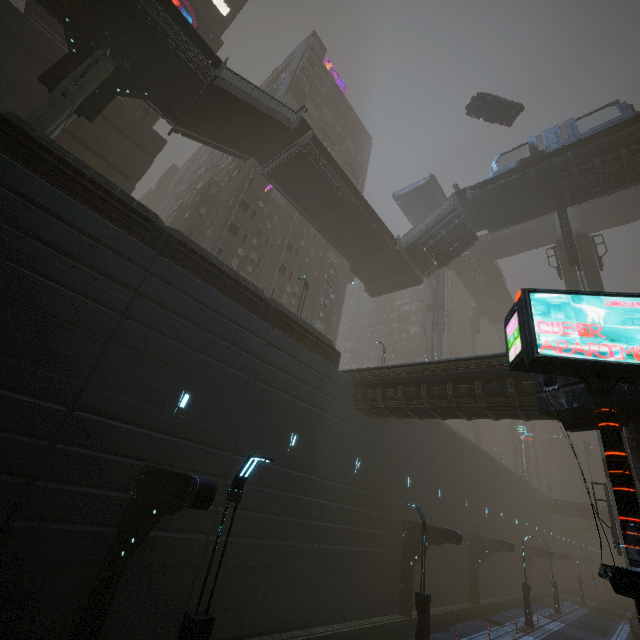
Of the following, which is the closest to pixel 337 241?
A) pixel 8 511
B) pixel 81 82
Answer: pixel 81 82

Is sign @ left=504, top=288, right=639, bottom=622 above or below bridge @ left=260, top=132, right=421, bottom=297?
below

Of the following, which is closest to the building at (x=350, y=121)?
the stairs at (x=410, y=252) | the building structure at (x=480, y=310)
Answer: the building structure at (x=480, y=310)

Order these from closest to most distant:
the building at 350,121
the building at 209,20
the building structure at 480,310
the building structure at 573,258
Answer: the building structure at 573,258 → the building at 209,20 → the building at 350,121 → the building structure at 480,310

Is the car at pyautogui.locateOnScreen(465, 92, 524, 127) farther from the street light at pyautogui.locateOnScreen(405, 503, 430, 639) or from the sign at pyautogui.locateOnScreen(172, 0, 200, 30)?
the street light at pyautogui.locateOnScreen(405, 503, 430, 639)

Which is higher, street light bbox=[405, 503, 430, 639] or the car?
the car

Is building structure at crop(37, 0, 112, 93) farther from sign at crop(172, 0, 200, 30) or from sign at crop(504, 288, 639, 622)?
sign at crop(504, 288, 639, 622)

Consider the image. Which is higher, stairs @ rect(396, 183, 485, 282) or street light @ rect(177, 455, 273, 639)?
stairs @ rect(396, 183, 485, 282)
